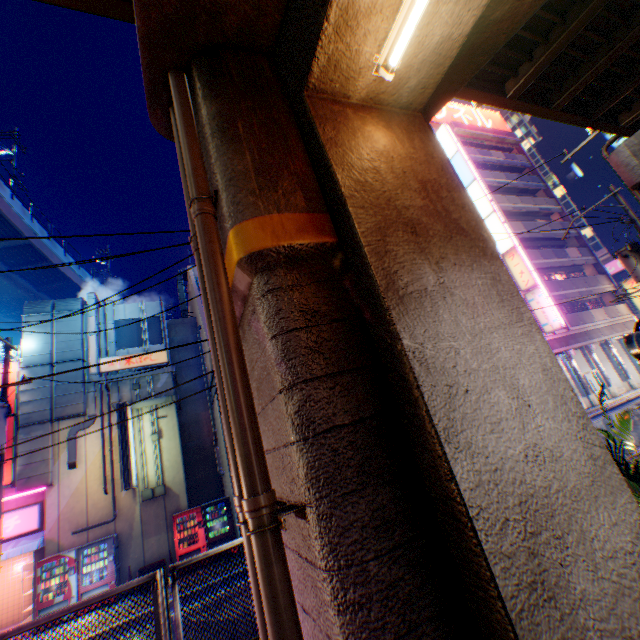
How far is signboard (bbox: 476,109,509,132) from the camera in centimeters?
3674cm

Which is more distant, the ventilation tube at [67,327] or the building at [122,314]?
the building at [122,314]

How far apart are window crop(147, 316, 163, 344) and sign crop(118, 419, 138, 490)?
2.9m

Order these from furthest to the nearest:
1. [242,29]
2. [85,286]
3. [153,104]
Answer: [85,286] < [153,104] < [242,29]

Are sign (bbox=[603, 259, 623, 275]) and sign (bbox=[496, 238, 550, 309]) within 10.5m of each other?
no

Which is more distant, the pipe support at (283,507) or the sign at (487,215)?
the sign at (487,215)

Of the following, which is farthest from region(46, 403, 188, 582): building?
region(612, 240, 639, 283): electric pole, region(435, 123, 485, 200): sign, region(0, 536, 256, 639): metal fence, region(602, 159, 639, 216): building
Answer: region(602, 159, 639, 216): building

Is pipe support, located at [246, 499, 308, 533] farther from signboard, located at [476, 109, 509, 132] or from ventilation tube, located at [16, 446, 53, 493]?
signboard, located at [476, 109, 509, 132]
